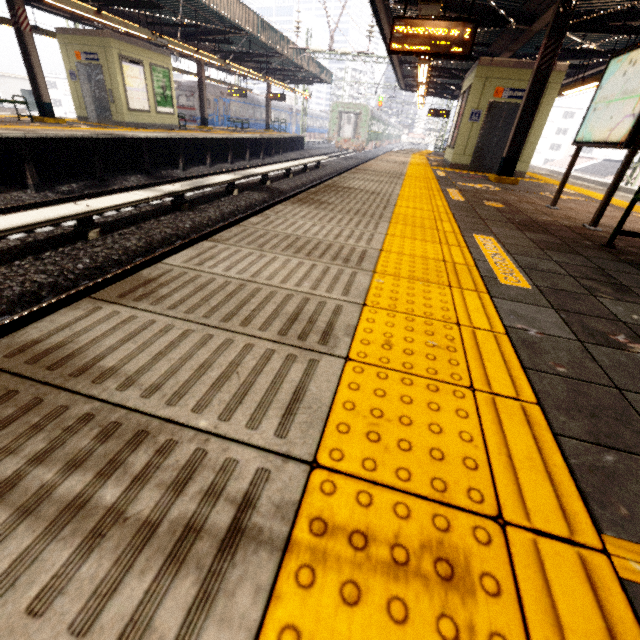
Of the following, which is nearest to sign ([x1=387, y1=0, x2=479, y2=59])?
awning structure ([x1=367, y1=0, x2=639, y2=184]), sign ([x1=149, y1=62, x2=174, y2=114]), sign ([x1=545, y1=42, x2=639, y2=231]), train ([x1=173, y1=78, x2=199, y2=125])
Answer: awning structure ([x1=367, y1=0, x2=639, y2=184])

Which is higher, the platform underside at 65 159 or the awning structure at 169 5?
the awning structure at 169 5

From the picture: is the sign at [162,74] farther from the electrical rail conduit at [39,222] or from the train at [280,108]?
the train at [280,108]

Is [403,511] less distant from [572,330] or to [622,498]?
[622,498]

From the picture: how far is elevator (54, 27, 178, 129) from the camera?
11.8 meters

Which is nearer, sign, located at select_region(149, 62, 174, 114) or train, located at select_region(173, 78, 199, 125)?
sign, located at select_region(149, 62, 174, 114)

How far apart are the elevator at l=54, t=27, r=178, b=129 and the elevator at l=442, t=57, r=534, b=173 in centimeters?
1259cm

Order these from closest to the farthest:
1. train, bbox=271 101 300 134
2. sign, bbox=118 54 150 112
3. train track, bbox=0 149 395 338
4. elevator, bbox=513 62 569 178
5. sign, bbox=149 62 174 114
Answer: train track, bbox=0 149 395 338 < elevator, bbox=513 62 569 178 < sign, bbox=118 54 150 112 < sign, bbox=149 62 174 114 < train, bbox=271 101 300 134
